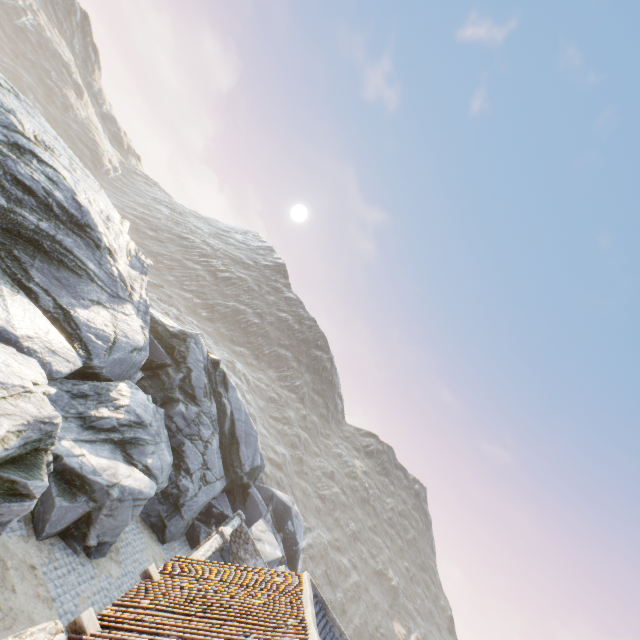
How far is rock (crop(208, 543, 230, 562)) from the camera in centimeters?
1919cm

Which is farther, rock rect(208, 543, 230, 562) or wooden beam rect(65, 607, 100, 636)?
rock rect(208, 543, 230, 562)

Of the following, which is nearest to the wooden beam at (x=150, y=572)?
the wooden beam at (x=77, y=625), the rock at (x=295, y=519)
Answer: the wooden beam at (x=77, y=625)

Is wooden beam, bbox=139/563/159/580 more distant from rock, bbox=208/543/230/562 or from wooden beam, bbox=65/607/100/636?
rock, bbox=208/543/230/562

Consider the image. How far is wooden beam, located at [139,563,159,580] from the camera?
8.2m

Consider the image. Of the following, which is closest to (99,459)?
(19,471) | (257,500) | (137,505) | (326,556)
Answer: (137,505)

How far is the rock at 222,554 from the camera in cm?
1919
